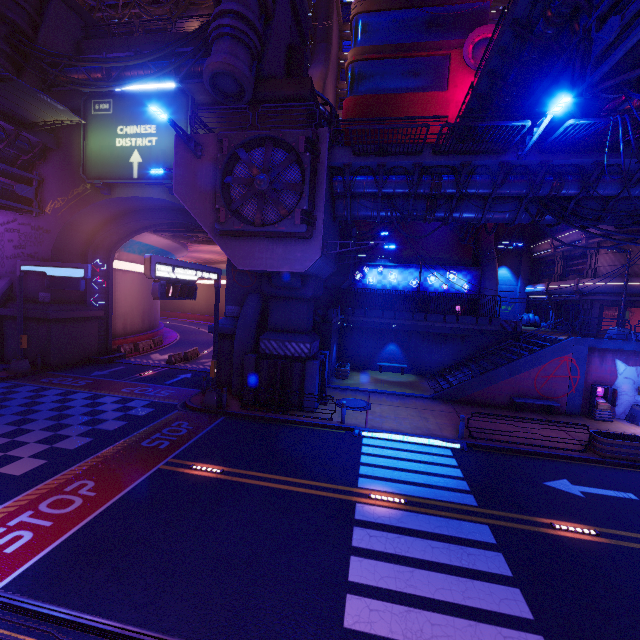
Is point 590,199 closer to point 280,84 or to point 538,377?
point 538,377

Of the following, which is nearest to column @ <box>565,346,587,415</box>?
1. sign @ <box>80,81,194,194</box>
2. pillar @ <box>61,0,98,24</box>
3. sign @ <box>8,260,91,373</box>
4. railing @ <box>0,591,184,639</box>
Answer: railing @ <box>0,591,184,639</box>

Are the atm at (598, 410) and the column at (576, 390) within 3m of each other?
yes

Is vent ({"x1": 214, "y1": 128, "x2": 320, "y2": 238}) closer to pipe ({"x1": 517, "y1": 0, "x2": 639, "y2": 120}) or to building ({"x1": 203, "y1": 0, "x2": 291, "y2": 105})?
building ({"x1": 203, "y1": 0, "x2": 291, "y2": 105})

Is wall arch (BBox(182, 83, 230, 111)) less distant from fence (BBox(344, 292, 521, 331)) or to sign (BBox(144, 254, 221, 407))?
sign (BBox(144, 254, 221, 407))

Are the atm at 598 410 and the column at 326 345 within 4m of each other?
no

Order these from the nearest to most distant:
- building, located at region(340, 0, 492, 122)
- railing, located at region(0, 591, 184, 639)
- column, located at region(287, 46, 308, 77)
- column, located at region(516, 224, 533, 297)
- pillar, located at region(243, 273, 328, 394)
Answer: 1. railing, located at region(0, 591, 184, 639)
2. pillar, located at region(243, 273, 328, 394)
3. column, located at region(287, 46, 308, 77)
4. building, located at region(340, 0, 492, 122)
5. column, located at region(516, 224, 533, 297)

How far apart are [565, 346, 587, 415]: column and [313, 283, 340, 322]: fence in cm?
1451
